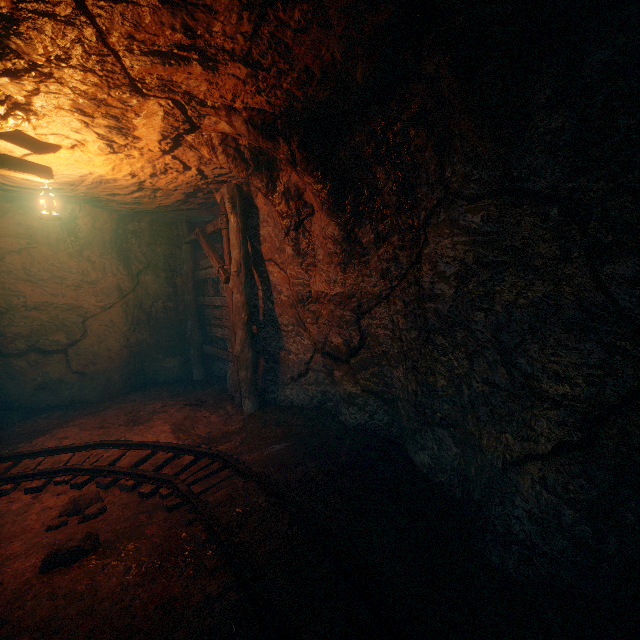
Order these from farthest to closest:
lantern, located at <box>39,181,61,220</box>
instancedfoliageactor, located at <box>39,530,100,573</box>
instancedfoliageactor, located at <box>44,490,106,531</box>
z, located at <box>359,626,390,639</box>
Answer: lantern, located at <box>39,181,61,220</box>, instancedfoliageactor, located at <box>44,490,106,531</box>, instancedfoliageactor, located at <box>39,530,100,573</box>, z, located at <box>359,626,390,639</box>

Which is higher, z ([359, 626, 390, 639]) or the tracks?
the tracks

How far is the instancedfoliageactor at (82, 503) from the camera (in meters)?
3.60

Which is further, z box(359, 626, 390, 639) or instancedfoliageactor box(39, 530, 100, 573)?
instancedfoliageactor box(39, 530, 100, 573)

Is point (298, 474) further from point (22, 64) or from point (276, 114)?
point (22, 64)

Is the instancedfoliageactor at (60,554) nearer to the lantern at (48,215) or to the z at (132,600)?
the z at (132,600)

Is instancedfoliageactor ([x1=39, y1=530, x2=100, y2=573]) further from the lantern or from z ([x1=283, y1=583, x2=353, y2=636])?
the lantern

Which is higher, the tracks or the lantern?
the lantern
